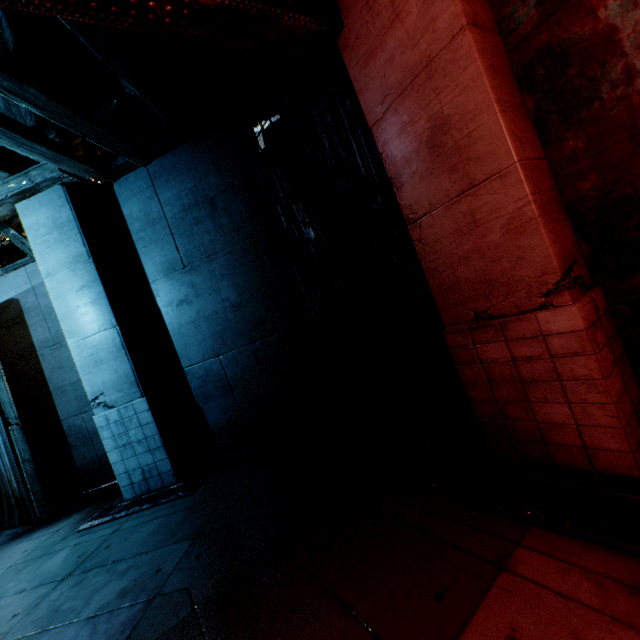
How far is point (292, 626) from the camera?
2.38m
